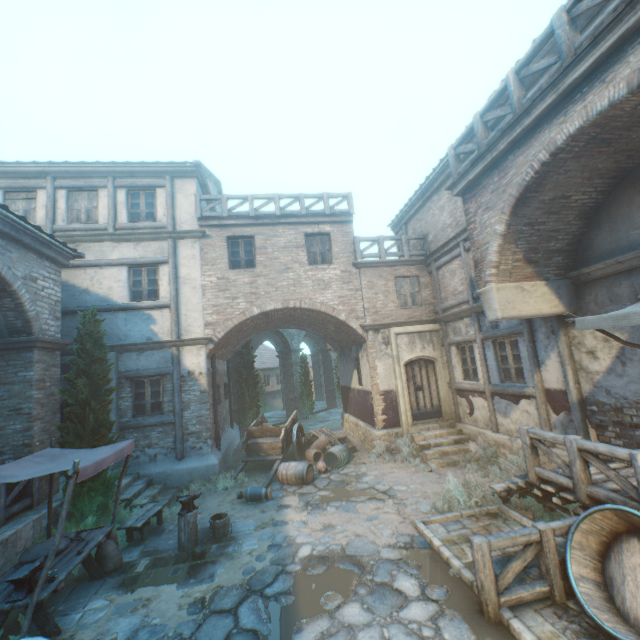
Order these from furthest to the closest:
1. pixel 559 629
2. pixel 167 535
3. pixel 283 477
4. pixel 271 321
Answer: pixel 271 321
pixel 283 477
pixel 167 535
pixel 559 629

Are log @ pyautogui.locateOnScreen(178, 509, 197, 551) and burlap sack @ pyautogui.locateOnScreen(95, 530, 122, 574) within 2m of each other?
yes

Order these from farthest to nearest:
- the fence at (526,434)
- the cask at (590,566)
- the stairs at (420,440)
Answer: the stairs at (420,440)
the fence at (526,434)
the cask at (590,566)

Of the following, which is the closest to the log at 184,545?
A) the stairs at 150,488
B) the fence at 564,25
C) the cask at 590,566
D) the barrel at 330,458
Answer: the stairs at 150,488

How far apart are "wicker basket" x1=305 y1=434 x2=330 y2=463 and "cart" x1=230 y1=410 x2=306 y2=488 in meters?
→ 0.2 m

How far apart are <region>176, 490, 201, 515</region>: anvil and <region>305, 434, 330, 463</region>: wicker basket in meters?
5.3 m

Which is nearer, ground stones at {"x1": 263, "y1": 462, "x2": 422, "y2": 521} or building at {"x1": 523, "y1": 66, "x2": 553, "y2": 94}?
→ building at {"x1": 523, "y1": 66, "x2": 553, "y2": 94}

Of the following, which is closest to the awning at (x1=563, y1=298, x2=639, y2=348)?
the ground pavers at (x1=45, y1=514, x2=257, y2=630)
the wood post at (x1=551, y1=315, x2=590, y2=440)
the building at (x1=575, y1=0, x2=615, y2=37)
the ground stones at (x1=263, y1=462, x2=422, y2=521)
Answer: the building at (x1=575, y1=0, x2=615, y2=37)
